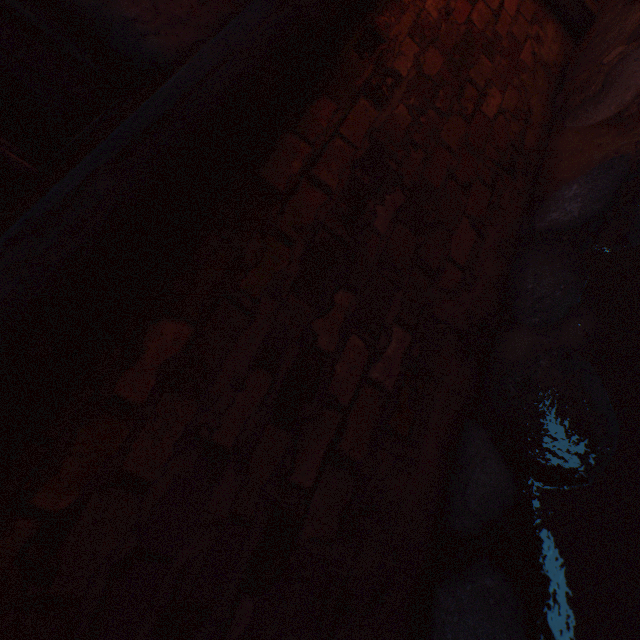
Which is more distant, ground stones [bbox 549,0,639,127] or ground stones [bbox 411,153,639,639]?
ground stones [bbox 549,0,639,127]

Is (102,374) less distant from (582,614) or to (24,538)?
(24,538)

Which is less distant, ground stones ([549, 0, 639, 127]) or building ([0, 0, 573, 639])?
building ([0, 0, 573, 639])

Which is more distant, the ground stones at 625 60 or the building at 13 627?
the ground stones at 625 60

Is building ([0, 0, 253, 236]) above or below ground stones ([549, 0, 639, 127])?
above
